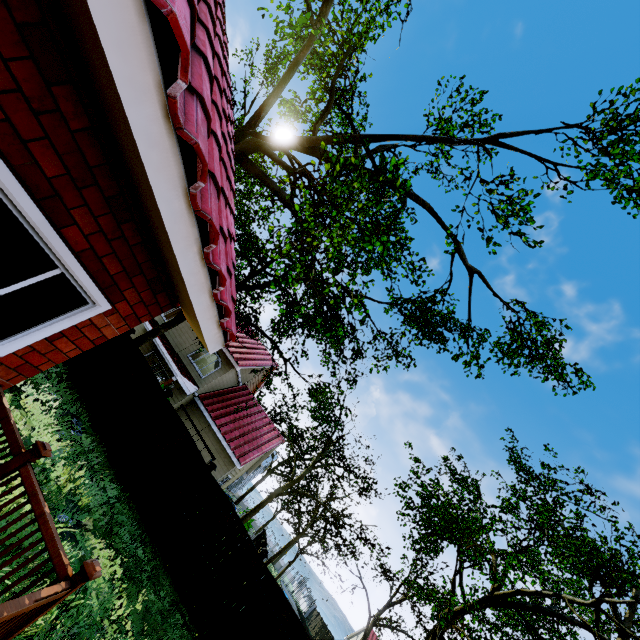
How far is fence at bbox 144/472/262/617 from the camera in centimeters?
895cm

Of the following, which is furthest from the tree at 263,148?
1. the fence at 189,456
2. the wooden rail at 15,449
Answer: the wooden rail at 15,449

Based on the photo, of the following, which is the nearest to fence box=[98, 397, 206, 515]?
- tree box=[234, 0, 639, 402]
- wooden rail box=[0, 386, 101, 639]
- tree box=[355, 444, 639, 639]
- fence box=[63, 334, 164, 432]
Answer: fence box=[63, 334, 164, 432]

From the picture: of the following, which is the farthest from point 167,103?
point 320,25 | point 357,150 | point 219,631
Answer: point 357,150

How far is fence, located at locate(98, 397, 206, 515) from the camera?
9.9m

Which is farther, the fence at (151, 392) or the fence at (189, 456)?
the fence at (151, 392)

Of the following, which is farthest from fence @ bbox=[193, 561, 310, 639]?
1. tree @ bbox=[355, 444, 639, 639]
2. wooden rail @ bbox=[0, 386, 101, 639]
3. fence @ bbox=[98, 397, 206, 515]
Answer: wooden rail @ bbox=[0, 386, 101, 639]

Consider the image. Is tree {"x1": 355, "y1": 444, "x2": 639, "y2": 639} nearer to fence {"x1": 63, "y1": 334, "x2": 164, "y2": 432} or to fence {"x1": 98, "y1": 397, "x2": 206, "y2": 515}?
fence {"x1": 63, "y1": 334, "x2": 164, "y2": 432}
